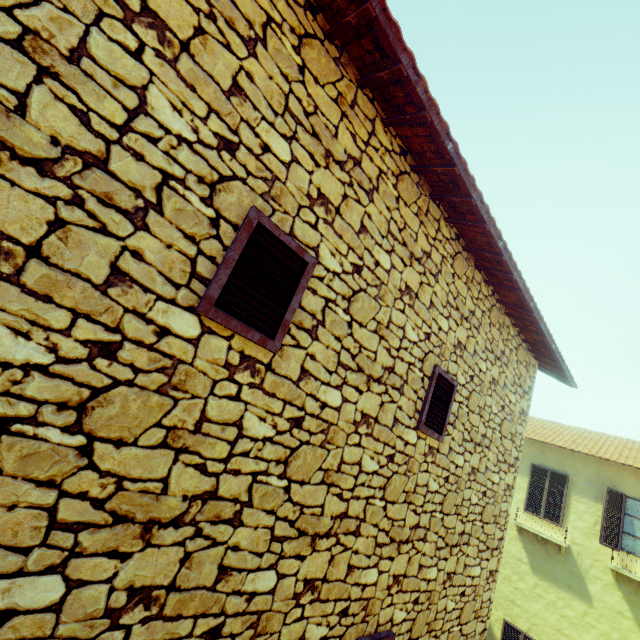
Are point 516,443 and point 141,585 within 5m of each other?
no

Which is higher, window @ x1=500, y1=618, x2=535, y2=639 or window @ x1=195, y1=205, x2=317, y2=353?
window @ x1=195, y1=205, x2=317, y2=353

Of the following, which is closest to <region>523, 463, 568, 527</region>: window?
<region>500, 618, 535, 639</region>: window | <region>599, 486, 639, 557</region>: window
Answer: <region>599, 486, 639, 557</region>: window

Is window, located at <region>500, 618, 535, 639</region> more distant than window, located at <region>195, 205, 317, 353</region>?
Yes

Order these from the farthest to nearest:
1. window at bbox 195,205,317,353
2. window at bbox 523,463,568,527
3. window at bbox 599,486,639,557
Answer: window at bbox 523,463,568,527 < window at bbox 599,486,639,557 < window at bbox 195,205,317,353

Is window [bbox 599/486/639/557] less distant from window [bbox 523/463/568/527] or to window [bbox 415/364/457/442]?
window [bbox 523/463/568/527]

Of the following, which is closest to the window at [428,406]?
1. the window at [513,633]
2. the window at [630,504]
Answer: the window at [513,633]

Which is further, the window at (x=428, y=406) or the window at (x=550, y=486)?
the window at (x=550, y=486)
